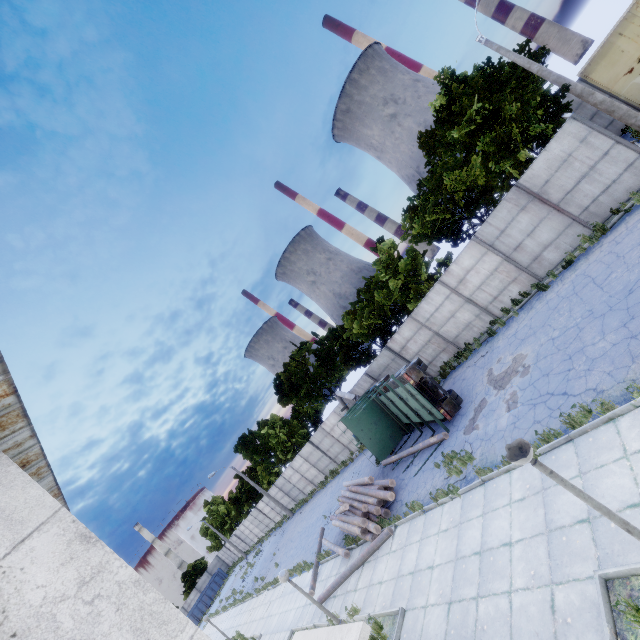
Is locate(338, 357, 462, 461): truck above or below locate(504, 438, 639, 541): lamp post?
below

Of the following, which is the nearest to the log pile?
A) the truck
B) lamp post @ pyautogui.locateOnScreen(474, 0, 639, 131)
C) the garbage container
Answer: the truck

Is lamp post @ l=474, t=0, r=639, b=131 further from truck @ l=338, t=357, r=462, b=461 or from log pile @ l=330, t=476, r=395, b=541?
log pile @ l=330, t=476, r=395, b=541

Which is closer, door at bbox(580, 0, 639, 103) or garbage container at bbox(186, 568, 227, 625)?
door at bbox(580, 0, 639, 103)

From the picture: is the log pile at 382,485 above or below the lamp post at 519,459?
below

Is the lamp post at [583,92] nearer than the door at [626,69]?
Yes

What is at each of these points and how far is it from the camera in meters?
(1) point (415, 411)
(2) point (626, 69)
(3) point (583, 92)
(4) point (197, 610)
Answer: (1) truck, 15.4 m
(2) door, 16.4 m
(3) lamp post, 14.4 m
(4) garbage container, 51.9 m

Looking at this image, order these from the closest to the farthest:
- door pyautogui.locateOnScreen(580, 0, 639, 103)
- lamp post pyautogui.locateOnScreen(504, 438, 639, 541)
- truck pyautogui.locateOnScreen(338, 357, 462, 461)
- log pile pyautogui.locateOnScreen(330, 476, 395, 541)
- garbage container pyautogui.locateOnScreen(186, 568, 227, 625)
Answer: lamp post pyautogui.locateOnScreen(504, 438, 639, 541) → log pile pyautogui.locateOnScreen(330, 476, 395, 541) → truck pyautogui.locateOnScreen(338, 357, 462, 461) → door pyautogui.locateOnScreen(580, 0, 639, 103) → garbage container pyautogui.locateOnScreen(186, 568, 227, 625)
